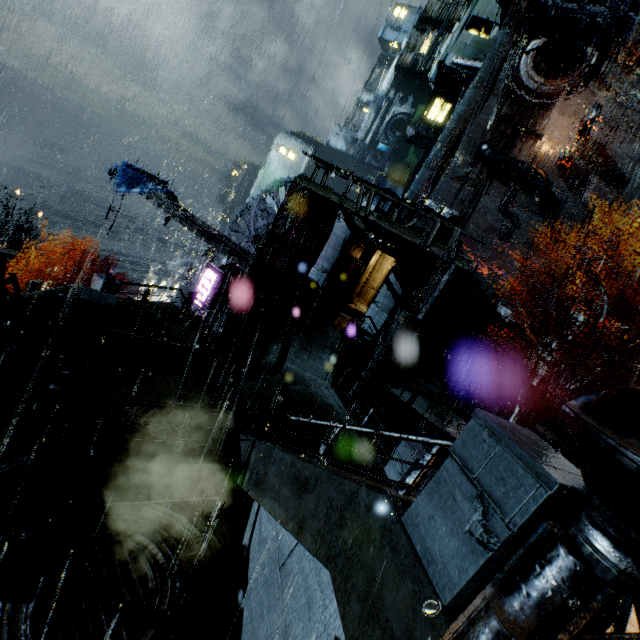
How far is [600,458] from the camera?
1.5m

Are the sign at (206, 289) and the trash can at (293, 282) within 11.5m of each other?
yes

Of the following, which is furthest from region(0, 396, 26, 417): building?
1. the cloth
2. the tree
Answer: the cloth

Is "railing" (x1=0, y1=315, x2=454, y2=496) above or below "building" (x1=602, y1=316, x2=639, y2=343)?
below

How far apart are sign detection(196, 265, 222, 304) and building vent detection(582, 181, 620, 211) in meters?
35.7 m

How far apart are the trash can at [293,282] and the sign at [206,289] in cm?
689

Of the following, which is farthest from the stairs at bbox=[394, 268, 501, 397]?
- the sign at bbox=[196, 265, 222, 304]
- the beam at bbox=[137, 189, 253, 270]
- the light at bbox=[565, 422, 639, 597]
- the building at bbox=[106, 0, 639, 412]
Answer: the light at bbox=[565, 422, 639, 597]

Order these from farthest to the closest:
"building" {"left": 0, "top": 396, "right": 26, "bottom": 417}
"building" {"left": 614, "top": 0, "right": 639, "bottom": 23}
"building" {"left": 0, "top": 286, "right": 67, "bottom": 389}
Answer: "building" {"left": 614, "top": 0, "right": 639, "bottom": 23} < "building" {"left": 0, "top": 286, "right": 67, "bottom": 389} < "building" {"left": 0, "top": 396, "right": 26, "bottom": 417}
